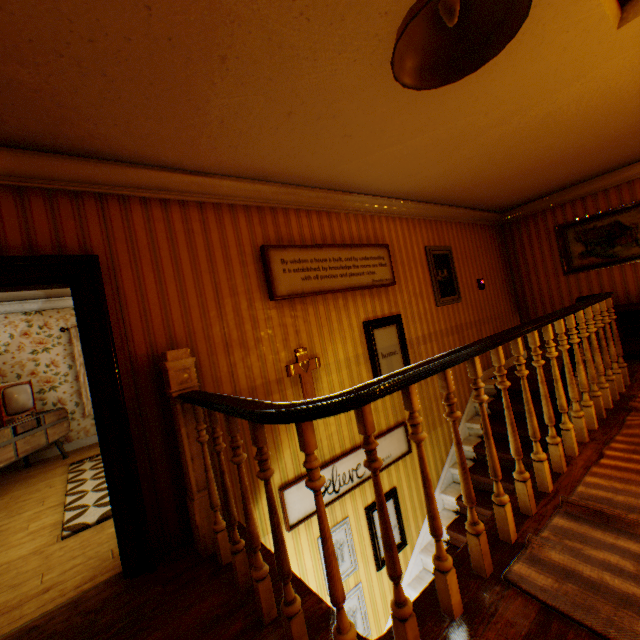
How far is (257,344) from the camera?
3.3 meters

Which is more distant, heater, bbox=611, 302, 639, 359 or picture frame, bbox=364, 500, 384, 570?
heater, bbox=611, 302, 639, 359

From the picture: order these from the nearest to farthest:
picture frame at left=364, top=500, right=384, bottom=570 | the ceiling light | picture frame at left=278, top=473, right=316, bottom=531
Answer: the ceiling light, picture frame at left=278, top=473, right=316, bottom=531, picture frame at left=364, top=500, right=384, bottom=570

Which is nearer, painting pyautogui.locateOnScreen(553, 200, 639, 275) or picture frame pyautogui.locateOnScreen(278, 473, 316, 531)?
picture frame pyautogui.locateOnScreen(278, 473, 316, 531)

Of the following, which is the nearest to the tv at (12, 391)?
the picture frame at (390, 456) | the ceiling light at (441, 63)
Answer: the picture frame at (390, 456)

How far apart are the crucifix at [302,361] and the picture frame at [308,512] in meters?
0.7

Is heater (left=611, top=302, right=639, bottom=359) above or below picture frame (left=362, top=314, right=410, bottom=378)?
below

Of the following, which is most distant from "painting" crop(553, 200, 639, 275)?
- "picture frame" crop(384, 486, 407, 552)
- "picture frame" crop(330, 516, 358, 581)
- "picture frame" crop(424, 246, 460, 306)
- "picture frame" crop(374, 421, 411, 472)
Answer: "picture frame" crop(330, 516, 358, 581)
